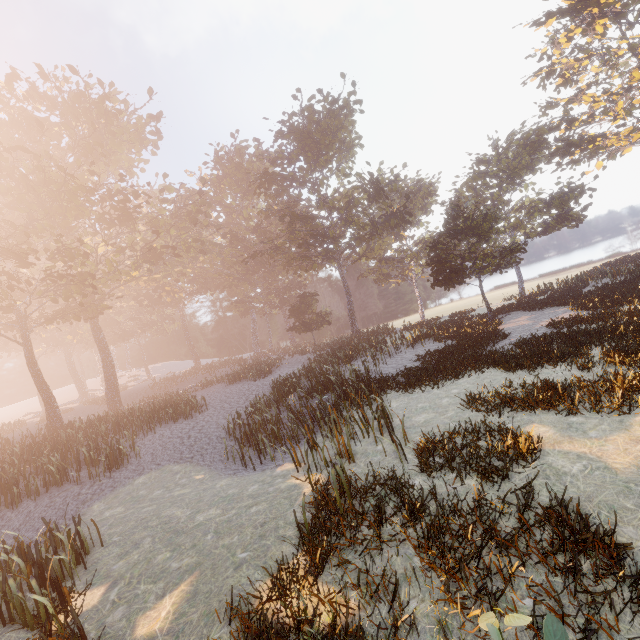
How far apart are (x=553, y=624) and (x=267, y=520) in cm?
649
